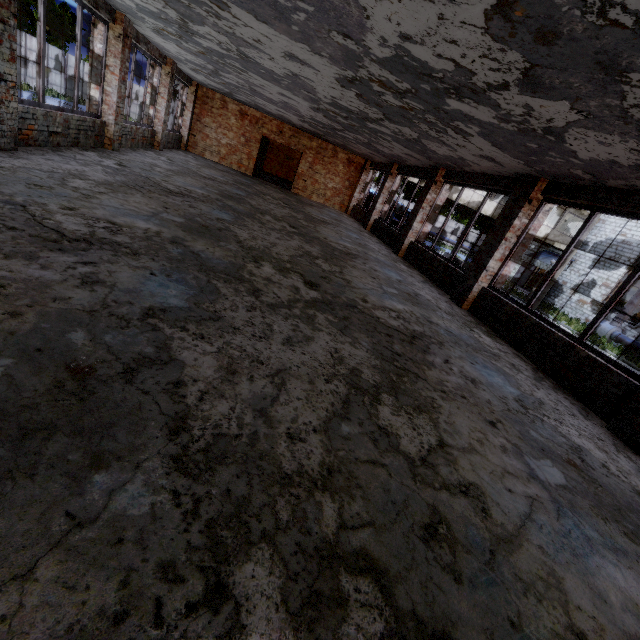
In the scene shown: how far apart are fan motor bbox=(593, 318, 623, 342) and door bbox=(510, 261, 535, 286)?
7.8m

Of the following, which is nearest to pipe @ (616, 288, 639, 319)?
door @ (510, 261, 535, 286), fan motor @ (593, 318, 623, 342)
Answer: fan motor @ (593, 318, 623, 342)

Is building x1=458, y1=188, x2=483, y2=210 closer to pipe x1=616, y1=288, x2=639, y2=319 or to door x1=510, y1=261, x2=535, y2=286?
door x1=510, y1=261, x2=535, y2=286

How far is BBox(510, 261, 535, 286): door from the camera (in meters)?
29.39

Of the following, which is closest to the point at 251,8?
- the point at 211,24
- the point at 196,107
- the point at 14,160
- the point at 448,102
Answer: the point at 211,24

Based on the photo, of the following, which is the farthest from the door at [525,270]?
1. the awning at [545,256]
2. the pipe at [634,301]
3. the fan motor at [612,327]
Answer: the pipe at [634,301]

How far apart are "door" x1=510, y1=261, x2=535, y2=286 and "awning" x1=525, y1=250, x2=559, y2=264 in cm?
54

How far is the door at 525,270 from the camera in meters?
29.4 m
